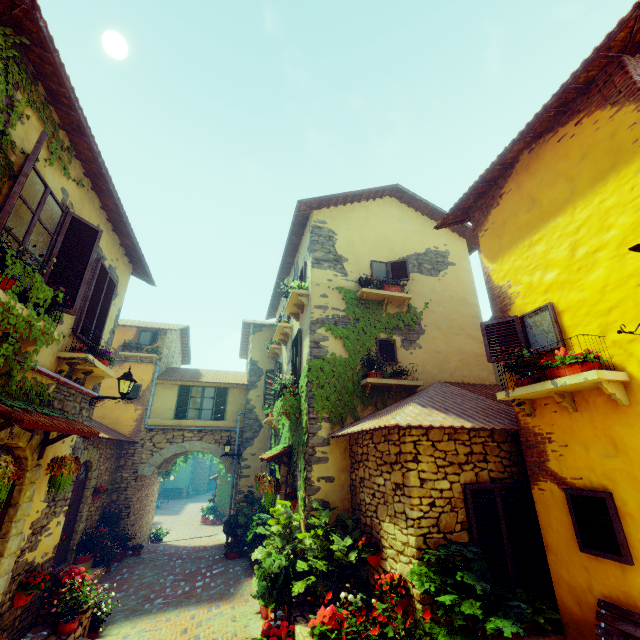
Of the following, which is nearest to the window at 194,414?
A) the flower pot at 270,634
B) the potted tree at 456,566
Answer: the potted tree at 456,566

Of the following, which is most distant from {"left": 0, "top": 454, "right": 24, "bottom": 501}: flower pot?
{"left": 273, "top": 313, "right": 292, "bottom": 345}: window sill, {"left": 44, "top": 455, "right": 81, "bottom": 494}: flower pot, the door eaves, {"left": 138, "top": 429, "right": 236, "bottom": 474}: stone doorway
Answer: {"left": 138, "top": 429, "right": 236, "bottom": 474}: stone doorway

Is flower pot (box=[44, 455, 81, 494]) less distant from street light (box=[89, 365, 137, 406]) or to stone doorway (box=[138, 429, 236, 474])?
street light (box=[89, 365, 137, 406])

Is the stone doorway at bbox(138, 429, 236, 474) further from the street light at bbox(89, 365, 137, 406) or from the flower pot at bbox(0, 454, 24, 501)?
the flower pot at bbox(0, 454, 24, 501)

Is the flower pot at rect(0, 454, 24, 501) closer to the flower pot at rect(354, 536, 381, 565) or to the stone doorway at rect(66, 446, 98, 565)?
the flower pot at rect(354, 536, 381, 565)

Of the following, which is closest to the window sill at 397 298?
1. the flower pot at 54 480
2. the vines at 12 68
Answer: the vines at 12 68

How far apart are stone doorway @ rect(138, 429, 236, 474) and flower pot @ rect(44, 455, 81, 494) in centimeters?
896cm

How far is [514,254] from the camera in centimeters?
551cm
